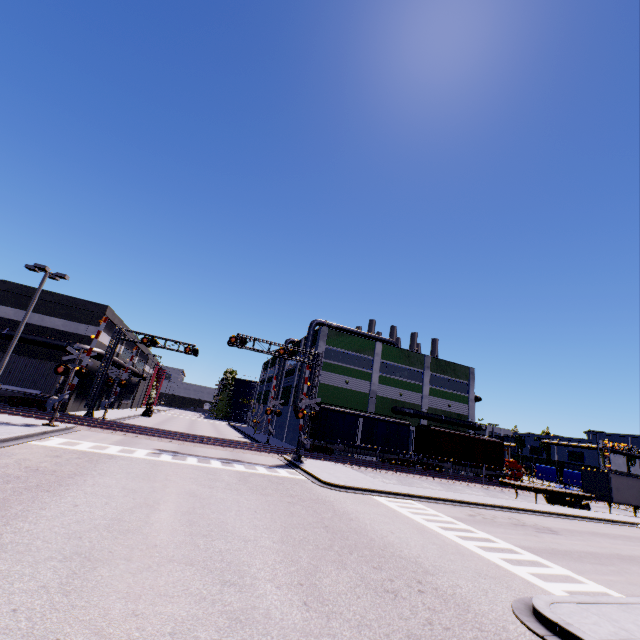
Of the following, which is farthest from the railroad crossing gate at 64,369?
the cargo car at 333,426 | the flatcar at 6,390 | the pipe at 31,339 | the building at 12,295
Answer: the flatcar at 6,390

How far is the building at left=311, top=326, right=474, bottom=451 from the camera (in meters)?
40.31

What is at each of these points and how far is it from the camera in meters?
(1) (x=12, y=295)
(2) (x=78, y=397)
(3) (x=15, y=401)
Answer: (1) building, 30.9 m
(2) building, 32.9 m
(3) bogie, 25.4 m

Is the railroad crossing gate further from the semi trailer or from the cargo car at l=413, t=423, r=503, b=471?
the semi trailer

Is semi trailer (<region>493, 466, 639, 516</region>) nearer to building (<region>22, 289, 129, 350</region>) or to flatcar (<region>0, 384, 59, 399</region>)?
building (<region>22, 289, 129, 350</region>)

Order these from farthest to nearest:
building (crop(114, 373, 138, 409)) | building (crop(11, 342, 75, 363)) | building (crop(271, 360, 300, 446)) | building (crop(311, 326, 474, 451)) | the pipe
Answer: building (crop(114, 373, 138, 409)), building (crop(271, 360, 300, 446)), building (crop(311, 326, 474, 451)), building (crop(11, 342, 75, 363)), the pipe

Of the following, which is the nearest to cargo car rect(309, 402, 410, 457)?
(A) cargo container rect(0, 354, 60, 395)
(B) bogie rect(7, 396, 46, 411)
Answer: (A) cargo container rect(0, 354, 60, 395)

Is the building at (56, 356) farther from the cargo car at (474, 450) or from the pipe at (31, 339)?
the cargo car at (474, 450)
